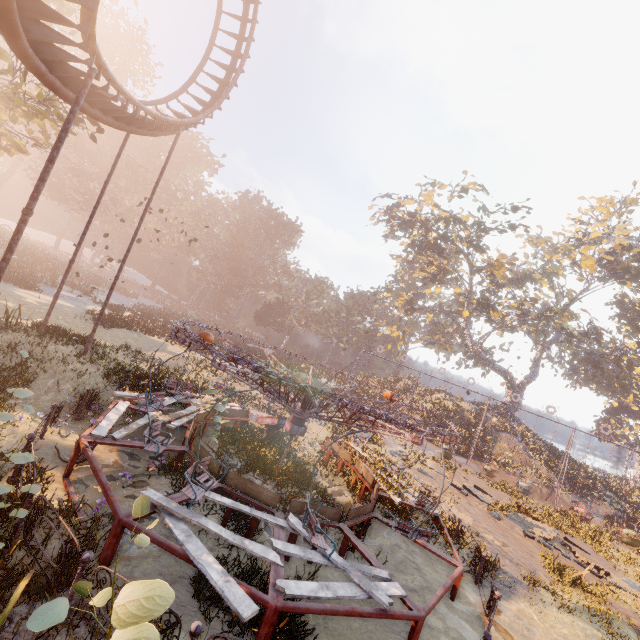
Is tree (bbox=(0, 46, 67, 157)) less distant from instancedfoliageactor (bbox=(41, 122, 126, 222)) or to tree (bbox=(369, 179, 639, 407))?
instancedfoliageactor (bbox=(41, 122, 126, 222))

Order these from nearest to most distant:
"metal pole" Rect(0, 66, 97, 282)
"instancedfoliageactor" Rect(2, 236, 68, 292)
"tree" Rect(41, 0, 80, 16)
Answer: "metal pole" Rect(0, 66, 97, 282) < "tree" Rect(41, 0, 80, 16) < "instancedfoliageactor" Rect(2, 236, 68, 292)

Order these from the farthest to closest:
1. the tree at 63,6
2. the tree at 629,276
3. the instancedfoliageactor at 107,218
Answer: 1. the instancedfoliageactor at 107,218
2. the tree at 629,276
3. the tree at 63,6

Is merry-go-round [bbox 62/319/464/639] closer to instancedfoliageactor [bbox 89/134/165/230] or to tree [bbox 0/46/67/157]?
instancedfoliageactor [bbox 89/134/165/230]

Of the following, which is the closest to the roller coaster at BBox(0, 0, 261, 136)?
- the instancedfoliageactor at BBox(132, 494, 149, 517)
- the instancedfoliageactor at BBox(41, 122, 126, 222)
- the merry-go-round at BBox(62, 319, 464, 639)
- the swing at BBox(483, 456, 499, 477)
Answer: the merry-go-round at BBox(62, 319, 464, 639)

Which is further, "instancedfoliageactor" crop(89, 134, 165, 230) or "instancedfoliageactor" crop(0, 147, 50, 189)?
"instancedfoliageactor" crop(89, 134, 165, 230)

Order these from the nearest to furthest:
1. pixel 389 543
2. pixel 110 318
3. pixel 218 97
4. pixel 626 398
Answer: pixel 389 543
pixel 218 97
pixel 110 318
pixel 626 398

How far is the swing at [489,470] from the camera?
25.8 meters
